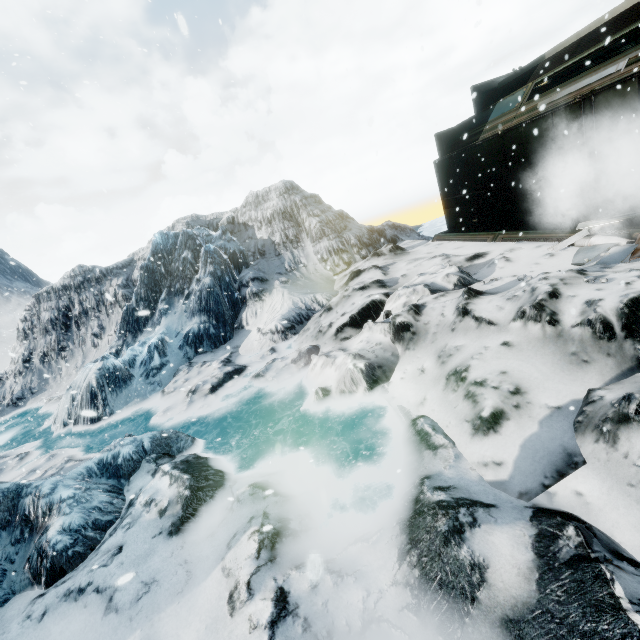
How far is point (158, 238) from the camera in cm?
1594
